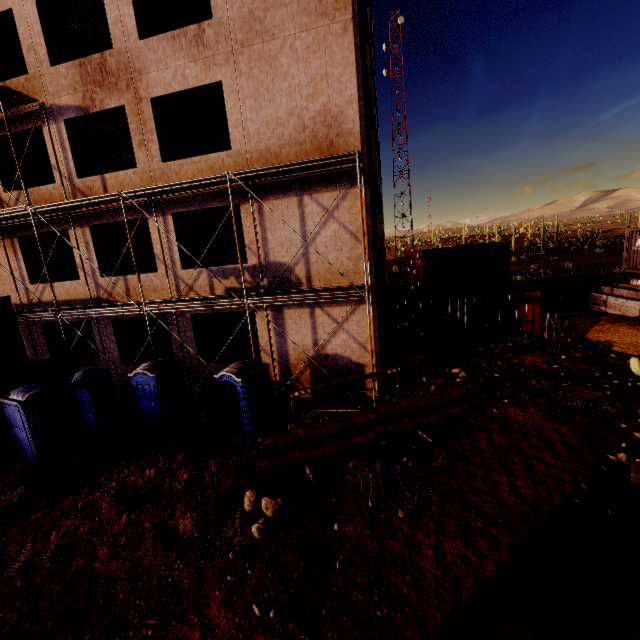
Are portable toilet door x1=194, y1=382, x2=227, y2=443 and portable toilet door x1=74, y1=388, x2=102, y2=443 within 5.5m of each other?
yes

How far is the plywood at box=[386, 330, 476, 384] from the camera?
13.6m

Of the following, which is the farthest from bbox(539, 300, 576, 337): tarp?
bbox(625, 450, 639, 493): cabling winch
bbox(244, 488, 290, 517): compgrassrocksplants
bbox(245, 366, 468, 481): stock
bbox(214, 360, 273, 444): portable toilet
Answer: bbox(244, 488, 290, 517): compgrassrocksplants

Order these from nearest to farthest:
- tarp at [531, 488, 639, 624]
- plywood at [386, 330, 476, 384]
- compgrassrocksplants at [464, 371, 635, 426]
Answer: tarp at [531, 488, 639, 624] → compgrassrocksplants at [464, 371, 635, 426] → plywood at [386, 330, 476, 384]

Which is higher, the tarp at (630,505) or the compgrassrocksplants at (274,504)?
the compgrassrocksplants at (274,504)

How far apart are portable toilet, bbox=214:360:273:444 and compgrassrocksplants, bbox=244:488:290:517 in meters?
2.2 m

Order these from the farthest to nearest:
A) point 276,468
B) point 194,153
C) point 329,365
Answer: point 194,153 → point 329,365 → point 276,468

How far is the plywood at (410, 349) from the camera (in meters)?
13.61
